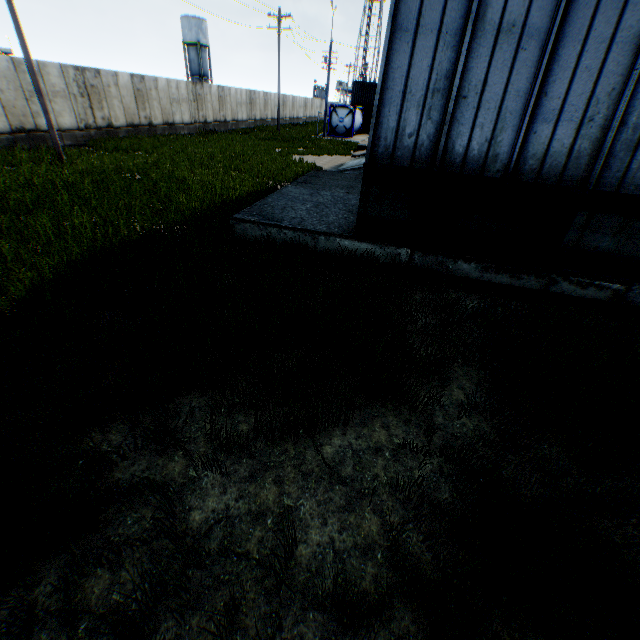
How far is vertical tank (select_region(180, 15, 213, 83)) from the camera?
50.5m

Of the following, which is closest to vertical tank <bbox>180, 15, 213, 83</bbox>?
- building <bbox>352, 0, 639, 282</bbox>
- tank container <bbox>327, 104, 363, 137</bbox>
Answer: tank container <bbox>327, 104, 363, 137</bbox>

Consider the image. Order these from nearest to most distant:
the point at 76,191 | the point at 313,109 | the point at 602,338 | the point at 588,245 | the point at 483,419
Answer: the point at 483,419, the point at 602,338, the point at 588,245, the point at 76,191, the point at 313,109

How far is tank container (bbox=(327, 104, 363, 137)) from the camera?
35.0m

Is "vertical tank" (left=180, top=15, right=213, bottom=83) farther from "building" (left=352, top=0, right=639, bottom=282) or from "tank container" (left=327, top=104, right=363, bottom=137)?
"building" (left=352, top=0, right=639, bottom=282)

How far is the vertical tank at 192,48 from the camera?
50.5 meters

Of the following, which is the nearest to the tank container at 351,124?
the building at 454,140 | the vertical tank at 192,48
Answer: the building at 454,140
